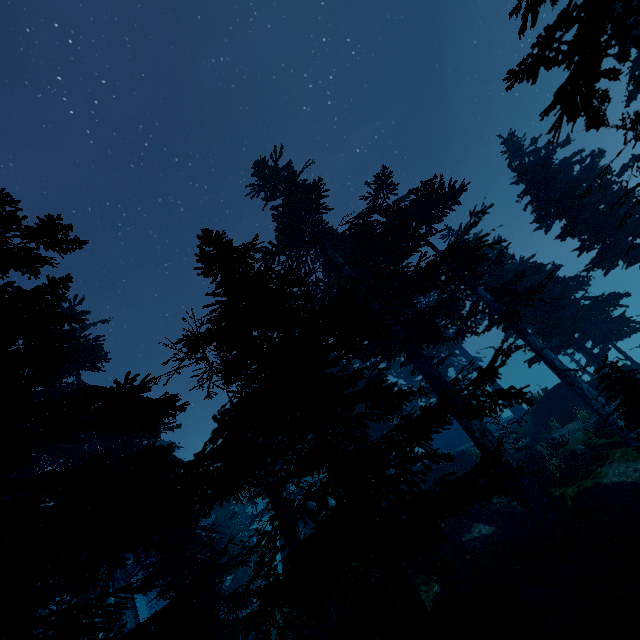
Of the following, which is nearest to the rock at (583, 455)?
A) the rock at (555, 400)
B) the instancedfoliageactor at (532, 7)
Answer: the instancedfoliageactor at (532, 7)

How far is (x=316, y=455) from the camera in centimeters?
414cm

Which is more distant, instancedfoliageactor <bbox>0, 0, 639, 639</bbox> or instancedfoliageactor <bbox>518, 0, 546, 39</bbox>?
instancedfoliageactor <bbox>518, 0, 546, 39</bbox>

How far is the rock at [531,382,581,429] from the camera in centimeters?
2266cm

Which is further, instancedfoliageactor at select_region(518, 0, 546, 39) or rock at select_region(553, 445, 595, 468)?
rock at select_region(553, 445, 595, 468)

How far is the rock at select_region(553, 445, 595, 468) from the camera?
14.8m

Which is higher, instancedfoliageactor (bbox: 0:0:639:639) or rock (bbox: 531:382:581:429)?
instancedfoliageactor (bbox: 0:0:639:639)
